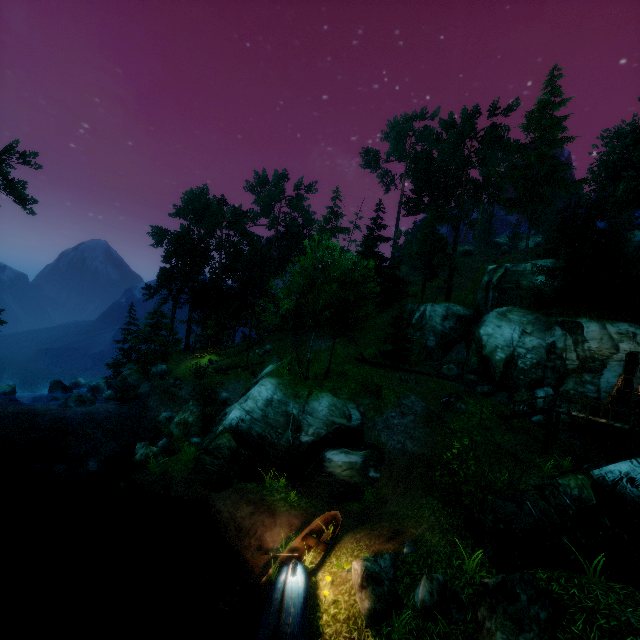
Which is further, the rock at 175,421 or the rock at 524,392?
the rock at 524,392

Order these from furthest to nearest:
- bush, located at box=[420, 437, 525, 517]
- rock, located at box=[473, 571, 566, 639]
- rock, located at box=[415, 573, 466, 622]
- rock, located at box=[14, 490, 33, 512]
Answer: Result: rock, located at box=[14, 490, 33, 512] < bush, located at box=[420, 437, 525, 517] < rock, located at box=[415, 573, 466, 622] < rock, located at box=[473, 571, 566, 639]

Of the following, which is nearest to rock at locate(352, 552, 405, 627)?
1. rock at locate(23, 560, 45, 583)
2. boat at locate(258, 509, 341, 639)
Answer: boat at locate(258, 509, 341, 639)

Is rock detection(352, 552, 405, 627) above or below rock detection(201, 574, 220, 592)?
above

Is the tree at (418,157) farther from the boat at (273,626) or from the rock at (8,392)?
the boat at (273,626)

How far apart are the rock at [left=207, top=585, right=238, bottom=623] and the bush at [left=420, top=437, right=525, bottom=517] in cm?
851

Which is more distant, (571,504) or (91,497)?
(91,497)

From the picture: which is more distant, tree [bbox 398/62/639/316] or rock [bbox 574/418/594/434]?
tree [bbox 398/62/639/316]
